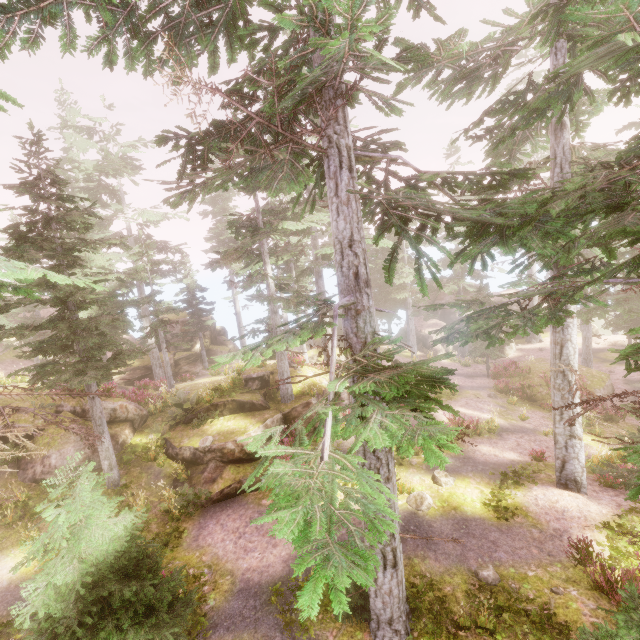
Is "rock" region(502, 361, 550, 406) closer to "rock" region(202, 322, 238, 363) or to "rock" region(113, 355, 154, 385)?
"rock" region(113, 355, 154, 385)

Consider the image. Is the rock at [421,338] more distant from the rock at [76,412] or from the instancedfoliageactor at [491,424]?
the rock at [76,412]

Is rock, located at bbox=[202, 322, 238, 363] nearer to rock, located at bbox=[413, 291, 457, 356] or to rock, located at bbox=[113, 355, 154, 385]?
rock, located at bbox=[113, 355, 154, 385]

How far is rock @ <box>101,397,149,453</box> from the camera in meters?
14.8

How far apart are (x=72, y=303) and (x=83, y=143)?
32.36m

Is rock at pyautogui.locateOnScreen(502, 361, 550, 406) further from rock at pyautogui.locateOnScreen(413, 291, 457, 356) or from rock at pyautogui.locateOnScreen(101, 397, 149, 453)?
rock at pyautogui.locateOnScreen(101, 397, 149, 453)

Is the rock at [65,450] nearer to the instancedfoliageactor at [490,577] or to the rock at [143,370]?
the instancedfoliageactor at [490,577]

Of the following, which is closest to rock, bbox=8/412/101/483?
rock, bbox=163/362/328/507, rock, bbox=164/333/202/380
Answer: rock, bbox=163/362/328/507
